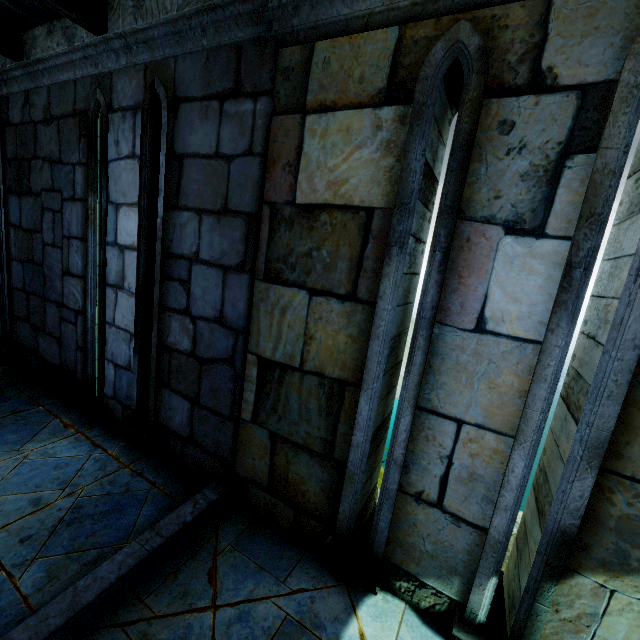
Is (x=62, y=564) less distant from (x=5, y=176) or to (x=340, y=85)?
(x=340, y=85)
